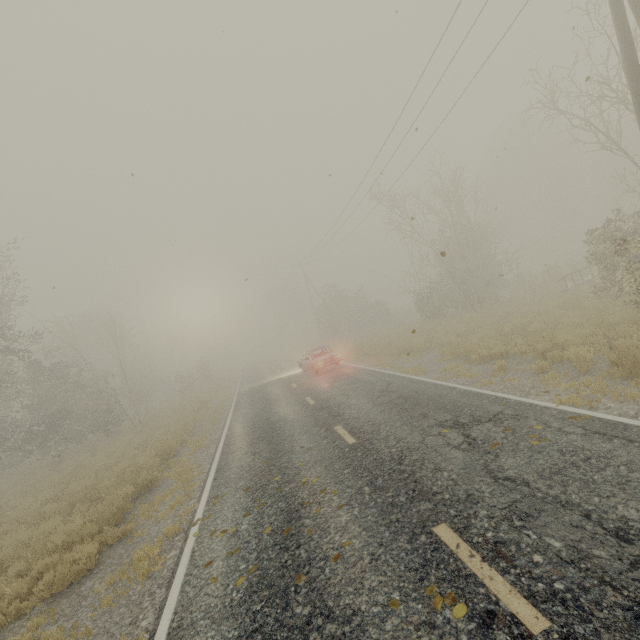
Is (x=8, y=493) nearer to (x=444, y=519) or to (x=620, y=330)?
(x=444, y=519)

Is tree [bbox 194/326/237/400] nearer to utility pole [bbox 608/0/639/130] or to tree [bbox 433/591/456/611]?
tree [bbox 433/591/456/611]

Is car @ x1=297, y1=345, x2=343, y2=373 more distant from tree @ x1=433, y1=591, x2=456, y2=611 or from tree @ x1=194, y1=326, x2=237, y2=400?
tree @ x1=433, y1=591, x2=456, y2=611

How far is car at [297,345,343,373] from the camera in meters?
18.3 m

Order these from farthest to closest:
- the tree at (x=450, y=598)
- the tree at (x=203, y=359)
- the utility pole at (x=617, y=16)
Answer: the tree at (x=203, y=359), the utility pole at (x=617, y=16), the tree at (x=450, y=598)

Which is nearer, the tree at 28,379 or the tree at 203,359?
the tree at 28,379

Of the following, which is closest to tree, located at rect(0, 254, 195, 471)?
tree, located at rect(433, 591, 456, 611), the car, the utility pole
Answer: the car
